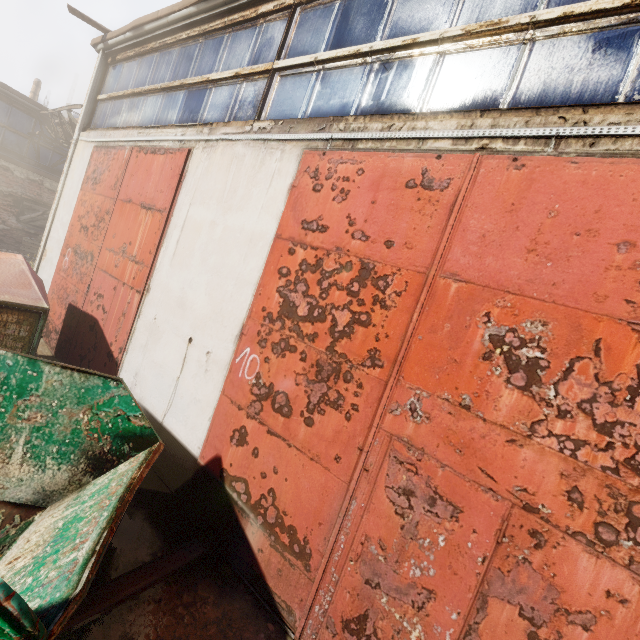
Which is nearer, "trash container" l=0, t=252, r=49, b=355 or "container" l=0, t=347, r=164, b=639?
"container" l=0, t=347, r=164, b=639

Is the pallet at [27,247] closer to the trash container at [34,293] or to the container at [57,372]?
the trash container at [34,293]

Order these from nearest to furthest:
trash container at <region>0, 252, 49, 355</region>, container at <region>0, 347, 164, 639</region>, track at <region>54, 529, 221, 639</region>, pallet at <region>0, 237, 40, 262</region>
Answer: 1. container at <region>0, 347, 164, 639</region>
2. track at <region>54, 529, 221, 639</region>
3. trash container at <region>0, 252, 49, 355</region>
4. pallet at <region>0, 237, 40, 262</region>

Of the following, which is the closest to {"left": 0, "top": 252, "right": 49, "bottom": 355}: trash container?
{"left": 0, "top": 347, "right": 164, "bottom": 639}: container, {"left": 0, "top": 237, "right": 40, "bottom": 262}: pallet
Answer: {"left": 0, "top": 347, "right": 164, "bottom": 639}: container

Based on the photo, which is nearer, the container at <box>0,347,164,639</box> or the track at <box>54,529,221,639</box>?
the container at <box>0,347,164,639</box>

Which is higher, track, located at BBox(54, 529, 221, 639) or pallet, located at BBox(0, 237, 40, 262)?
pallet, located at BBox(0, 237, 40, 262)

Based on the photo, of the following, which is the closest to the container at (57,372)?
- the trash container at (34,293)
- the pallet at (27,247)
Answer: the trash container at (34,293)

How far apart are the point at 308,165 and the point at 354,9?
2.0 meters
